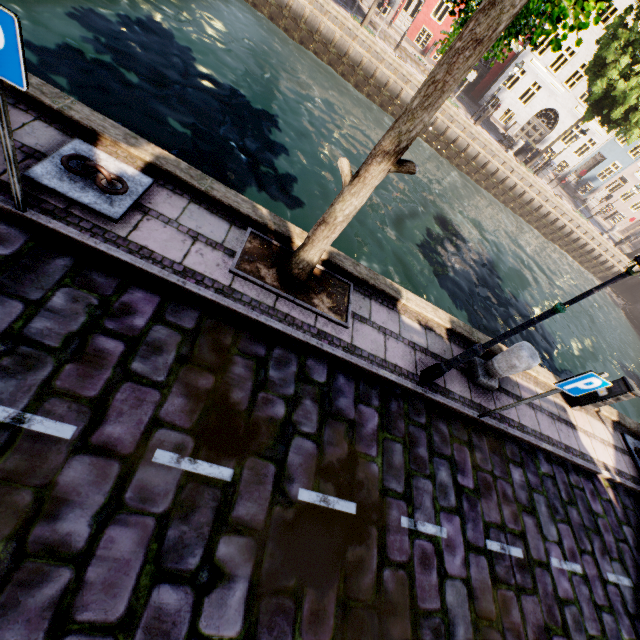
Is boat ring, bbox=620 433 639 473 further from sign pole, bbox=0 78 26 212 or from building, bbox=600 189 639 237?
building, bbox=600 189 639 237

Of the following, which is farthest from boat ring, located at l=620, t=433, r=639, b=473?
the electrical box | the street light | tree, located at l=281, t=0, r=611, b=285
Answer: the street light

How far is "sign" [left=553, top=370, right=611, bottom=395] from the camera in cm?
428

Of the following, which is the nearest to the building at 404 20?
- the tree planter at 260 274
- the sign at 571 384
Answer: the tree planter at 260 274

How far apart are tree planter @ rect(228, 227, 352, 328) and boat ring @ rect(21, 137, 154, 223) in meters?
1.4 m

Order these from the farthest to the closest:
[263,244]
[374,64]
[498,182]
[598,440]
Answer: [498,182] → [374,64] → [598,440] → [263,244]

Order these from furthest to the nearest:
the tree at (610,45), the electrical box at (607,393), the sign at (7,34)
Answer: the tree at (610,45), the electrical box at (607,393), the sign at (7,34)

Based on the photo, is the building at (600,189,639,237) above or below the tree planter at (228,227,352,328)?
above
